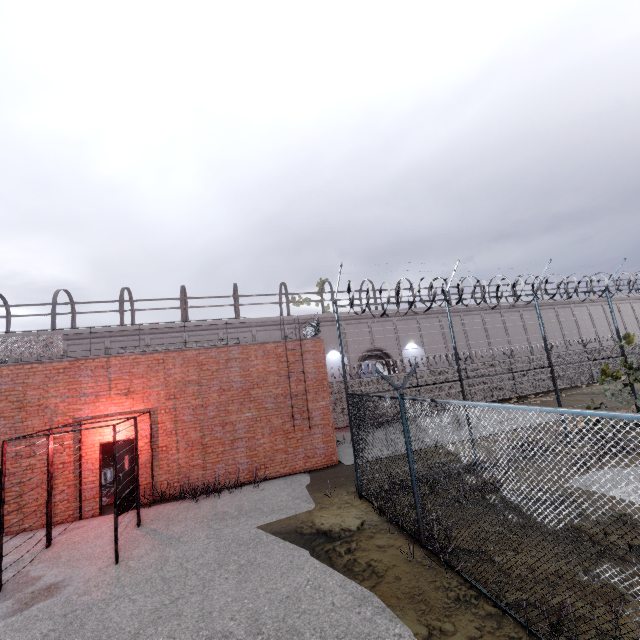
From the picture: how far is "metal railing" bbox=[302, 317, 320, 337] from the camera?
13.70m

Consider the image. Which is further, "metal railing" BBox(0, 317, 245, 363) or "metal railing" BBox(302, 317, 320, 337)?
"metal railing" BBox(302, 317, 320, 337)

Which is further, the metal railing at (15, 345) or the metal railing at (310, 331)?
the metal railing at (310, 331)

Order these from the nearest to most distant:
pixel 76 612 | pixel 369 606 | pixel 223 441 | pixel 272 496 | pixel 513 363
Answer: pixel 369 606
pixel 76 612
pixel 272 496
pixel 223 441
pixel 513 363

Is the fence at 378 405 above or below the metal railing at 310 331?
below

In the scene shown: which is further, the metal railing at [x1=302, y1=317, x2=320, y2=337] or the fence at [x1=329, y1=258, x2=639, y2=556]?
the metal railing at [x1=302, y1=317, x2=320, y2=337]

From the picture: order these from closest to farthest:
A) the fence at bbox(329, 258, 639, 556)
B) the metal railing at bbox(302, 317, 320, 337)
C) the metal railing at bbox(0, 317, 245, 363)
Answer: the fence at bbox(329, 258, 639, 556), the metal railing at bbox(0, 317, 245, 363), the metal railing at bbox(302, 317, 320, 337)
